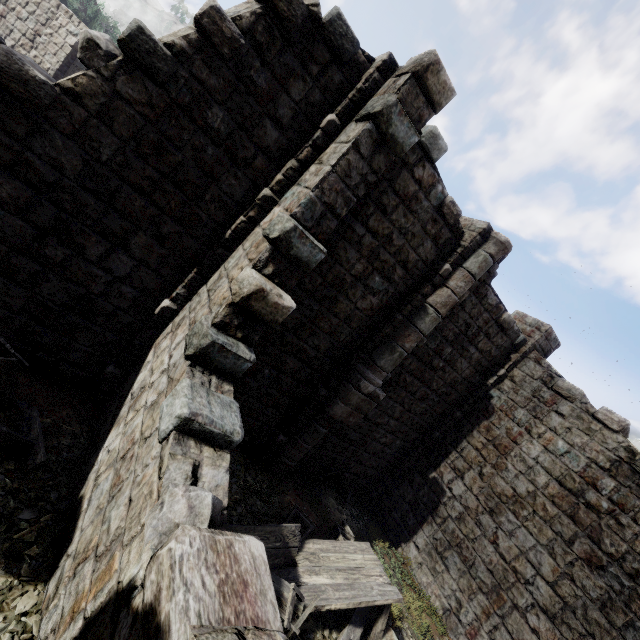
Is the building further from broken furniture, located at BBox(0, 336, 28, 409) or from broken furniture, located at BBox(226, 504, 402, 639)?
broken furniture, located at BBox(226, 504, 402, 639)

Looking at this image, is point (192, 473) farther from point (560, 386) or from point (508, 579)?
point (560, 386)

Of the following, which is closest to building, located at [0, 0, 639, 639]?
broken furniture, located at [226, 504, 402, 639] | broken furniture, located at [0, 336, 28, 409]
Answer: broken furniture, located at [0, 336, 28, 409]

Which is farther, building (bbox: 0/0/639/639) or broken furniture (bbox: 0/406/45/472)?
broken furniture (bbox: 0/406/45/472)

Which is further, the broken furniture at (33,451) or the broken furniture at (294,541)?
the broken furniture at (294,541)

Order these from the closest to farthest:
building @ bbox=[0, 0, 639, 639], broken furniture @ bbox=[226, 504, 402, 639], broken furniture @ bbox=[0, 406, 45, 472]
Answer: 1. building @ bbox=[0, 0, 639, 639]
2. broken furniture @ bbox=[0, 406, 45, 472]
3. broken furniture @ bbox=[226, 504, 402, 639]

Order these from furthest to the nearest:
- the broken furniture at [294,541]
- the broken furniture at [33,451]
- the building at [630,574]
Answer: the broken furniture at [294,541] < the broken furniture at [33,451] < the building at [630,574]
